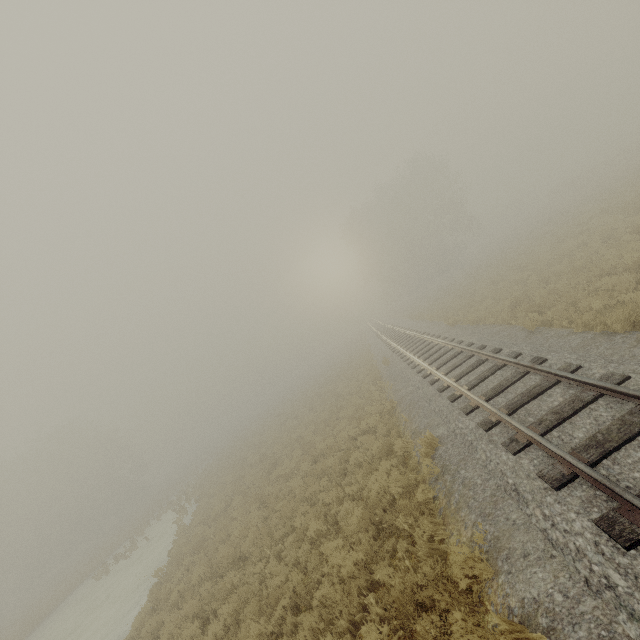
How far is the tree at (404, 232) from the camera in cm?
4353

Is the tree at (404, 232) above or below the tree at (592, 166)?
above

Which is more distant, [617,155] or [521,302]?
[617,155]

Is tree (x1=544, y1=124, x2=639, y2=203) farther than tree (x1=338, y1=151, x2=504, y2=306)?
No

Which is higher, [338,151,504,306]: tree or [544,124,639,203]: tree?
[338,151,504,306]: tree

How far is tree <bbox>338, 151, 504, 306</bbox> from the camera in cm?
4353
